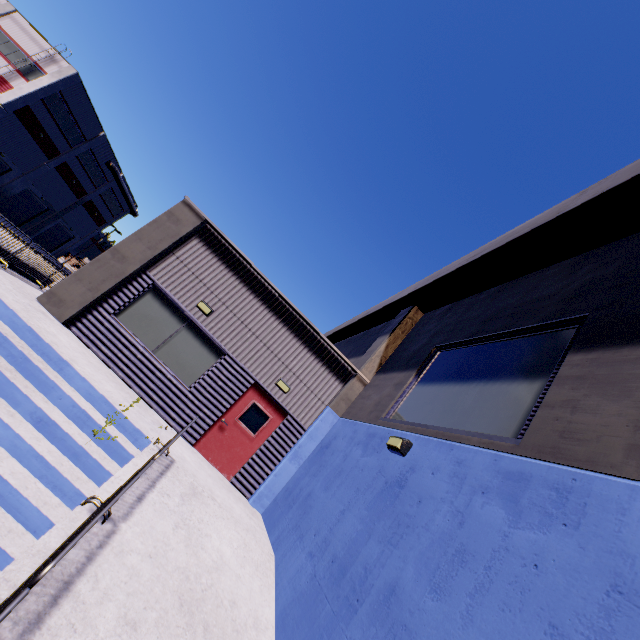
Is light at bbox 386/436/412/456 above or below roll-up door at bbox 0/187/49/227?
above

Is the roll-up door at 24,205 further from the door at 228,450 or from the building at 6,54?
the door at 228,450

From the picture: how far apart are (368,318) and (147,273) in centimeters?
944cm

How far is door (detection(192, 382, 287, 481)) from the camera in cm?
927

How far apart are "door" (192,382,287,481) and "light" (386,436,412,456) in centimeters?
475cm

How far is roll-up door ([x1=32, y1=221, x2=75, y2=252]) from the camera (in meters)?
44.65

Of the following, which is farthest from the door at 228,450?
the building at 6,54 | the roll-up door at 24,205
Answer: the roll-up door at 24,205

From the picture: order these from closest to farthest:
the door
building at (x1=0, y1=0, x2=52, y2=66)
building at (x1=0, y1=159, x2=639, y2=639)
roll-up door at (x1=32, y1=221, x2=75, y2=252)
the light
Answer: building at (x1=0, y1=159, x2=639, y2=639) → the light → the door → building at (x1=0, y1=0, x2=52, y2=66) → roll-up door at (x1=32, y1=221, x2=75, y2=252)
